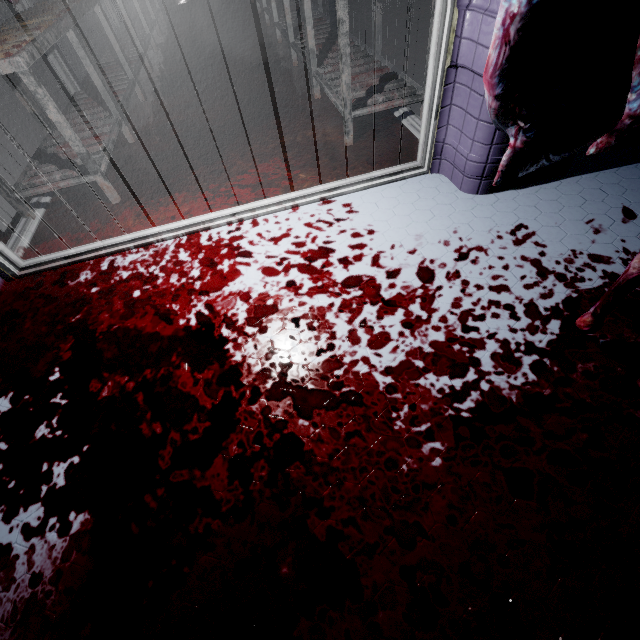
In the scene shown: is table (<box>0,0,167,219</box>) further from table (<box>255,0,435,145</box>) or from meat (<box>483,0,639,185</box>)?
meat (<box>483,0,639,185</box>)

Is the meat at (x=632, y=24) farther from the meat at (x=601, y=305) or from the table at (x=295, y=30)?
the table at (x=295, y=30)

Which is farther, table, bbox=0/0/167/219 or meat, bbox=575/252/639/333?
table, bbox=0/0/167/219

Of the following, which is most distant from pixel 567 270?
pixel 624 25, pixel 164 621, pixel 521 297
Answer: pixel 164 621

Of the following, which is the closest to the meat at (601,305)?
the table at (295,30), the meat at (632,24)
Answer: the meat at (632,24)

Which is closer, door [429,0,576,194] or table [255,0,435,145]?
door [429,0,576,194]

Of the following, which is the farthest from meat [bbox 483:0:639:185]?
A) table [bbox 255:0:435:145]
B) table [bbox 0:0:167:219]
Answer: table [bbox 0:0:167:219]

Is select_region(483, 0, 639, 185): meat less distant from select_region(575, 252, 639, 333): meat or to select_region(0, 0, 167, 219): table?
select_region(575, 252, 639, 333): meat
